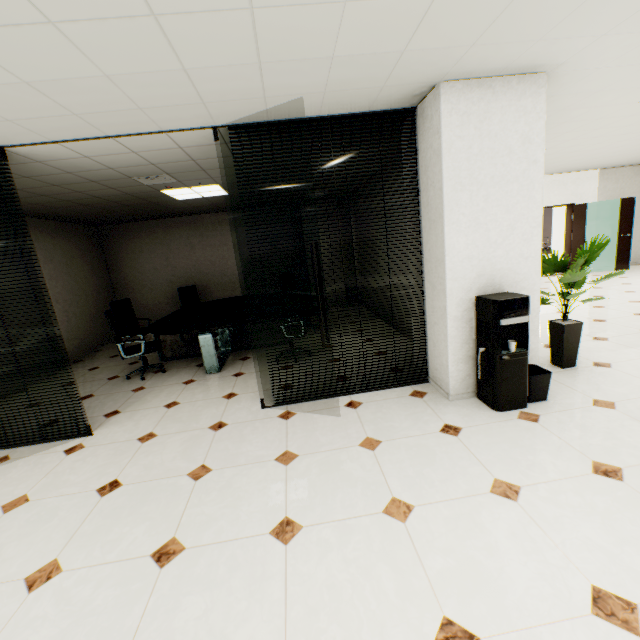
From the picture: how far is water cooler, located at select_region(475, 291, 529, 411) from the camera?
2.9 meters

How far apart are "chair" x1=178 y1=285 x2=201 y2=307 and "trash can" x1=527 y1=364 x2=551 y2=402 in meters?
7.0

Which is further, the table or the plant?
the table

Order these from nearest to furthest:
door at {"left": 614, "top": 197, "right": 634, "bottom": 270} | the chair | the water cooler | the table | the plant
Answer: the water cooler → the plant → the table → the chair → door at {"left": 614, "top": 197, "right": 634, "bottom": 270}

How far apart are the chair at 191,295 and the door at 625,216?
11.91m

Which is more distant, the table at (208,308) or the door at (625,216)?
the door at (625,216)

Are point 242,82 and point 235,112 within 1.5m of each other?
yes

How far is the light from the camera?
5.55m
